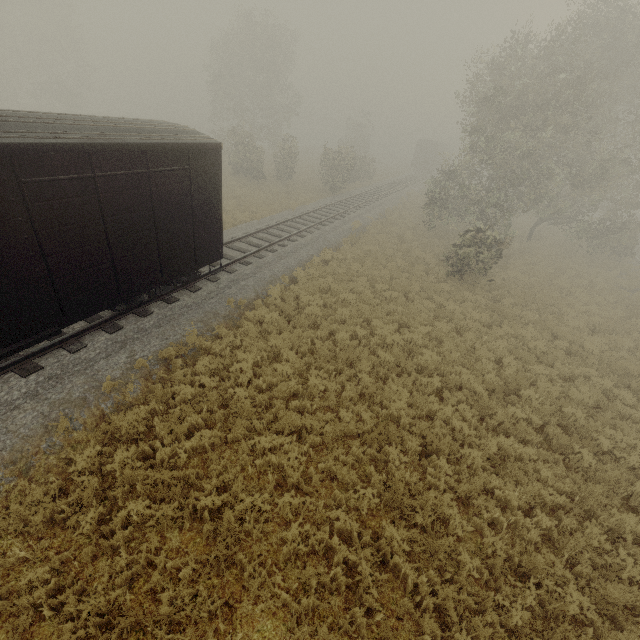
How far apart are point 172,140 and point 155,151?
0.7 meters

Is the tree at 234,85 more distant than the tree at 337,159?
Yes

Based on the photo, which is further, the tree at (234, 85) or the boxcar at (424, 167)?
the boxcar at (424, 167)

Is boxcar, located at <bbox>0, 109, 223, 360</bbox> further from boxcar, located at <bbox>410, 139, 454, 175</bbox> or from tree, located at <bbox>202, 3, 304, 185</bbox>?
boxcar, located at <bbox>410, 139, 454, 175</bbox>

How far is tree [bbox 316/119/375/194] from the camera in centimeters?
2844cm

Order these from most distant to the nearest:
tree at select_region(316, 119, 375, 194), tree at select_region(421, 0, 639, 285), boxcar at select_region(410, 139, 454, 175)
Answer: boxcar at select_region(410, 139, 454, 175), tree at select_region(316, 119, 375, 194), tree at select_region(421, 0, 639, 285)

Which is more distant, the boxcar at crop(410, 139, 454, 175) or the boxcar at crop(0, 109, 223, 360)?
the boxcar at crop(410, 139, 454, 175)
